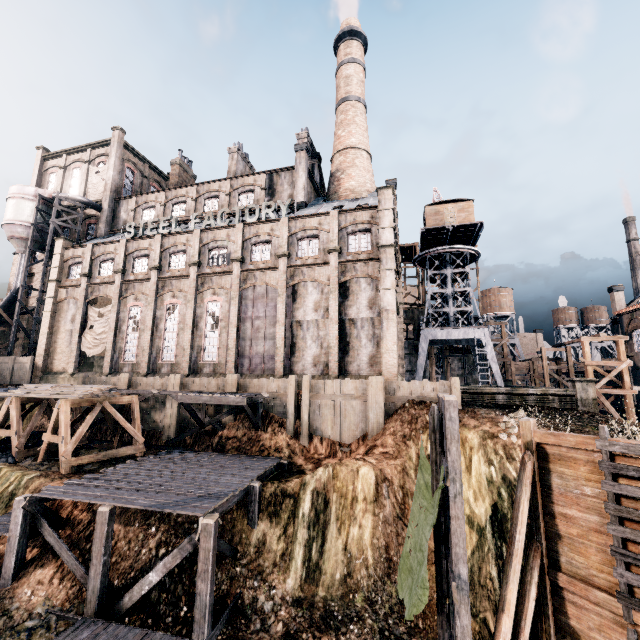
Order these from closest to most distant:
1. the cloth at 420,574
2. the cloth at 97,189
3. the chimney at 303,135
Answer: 1. the cloth at 420,574
2. the chimney at 303,135
3. the cloth at 97,189

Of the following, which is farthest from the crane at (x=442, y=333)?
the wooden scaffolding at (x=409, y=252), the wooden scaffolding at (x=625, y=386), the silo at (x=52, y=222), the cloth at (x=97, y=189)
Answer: the cloth at (x=97, y=189)

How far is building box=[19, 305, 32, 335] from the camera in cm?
3981

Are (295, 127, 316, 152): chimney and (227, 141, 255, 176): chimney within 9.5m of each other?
yes

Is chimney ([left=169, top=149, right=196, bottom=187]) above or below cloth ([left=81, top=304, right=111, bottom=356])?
above

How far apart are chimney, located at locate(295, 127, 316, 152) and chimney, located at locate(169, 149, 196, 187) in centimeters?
1684cm

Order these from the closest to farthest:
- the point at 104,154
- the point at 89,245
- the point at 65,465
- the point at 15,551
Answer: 1. the point at 15,551
2. the point at 65,465
3. the point at 89,245
4. the point at 104,154
